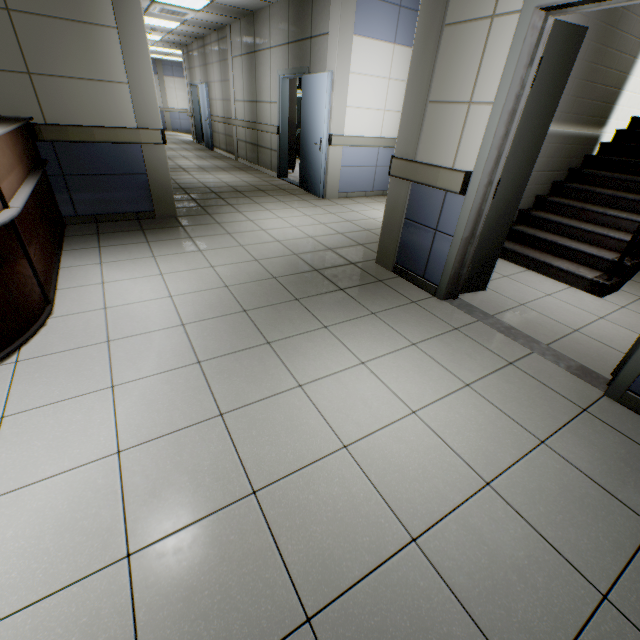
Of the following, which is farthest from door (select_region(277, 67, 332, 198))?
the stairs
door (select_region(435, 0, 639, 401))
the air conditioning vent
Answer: door (select_region(435, 0, 639, 401))

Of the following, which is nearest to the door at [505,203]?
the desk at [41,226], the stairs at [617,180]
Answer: the stairs at [617,180]

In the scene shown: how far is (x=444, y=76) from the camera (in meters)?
2.62

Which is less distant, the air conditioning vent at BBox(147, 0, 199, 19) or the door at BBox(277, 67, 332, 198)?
the door at BBox(277, 67, 332, 198)

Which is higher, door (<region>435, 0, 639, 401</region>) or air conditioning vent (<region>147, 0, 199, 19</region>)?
air conditioning vent (<region>147, 0, 199, 19</region>)

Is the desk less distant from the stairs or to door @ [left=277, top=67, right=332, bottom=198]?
door @ [left=277, top=67, right=332, bottom=198]

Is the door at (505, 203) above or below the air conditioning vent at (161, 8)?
below

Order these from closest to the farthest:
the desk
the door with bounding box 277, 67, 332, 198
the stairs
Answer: the desk → the stairs → the door with bounding box 277, 67, 332, 198
